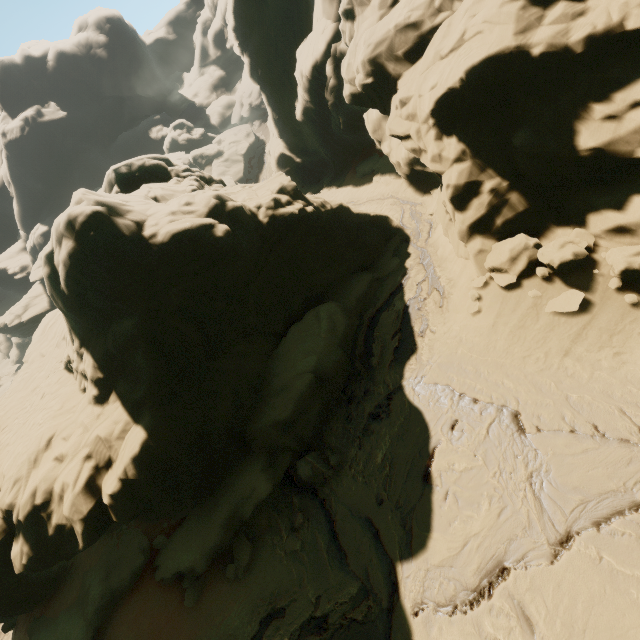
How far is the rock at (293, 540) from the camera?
10.5m

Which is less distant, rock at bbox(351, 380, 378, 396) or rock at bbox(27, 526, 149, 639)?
rock at bbox(27, 526, 149, 639)

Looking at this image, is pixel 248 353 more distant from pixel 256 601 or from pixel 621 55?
pixel 621 55

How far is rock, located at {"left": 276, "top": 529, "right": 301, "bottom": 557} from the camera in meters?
10.5

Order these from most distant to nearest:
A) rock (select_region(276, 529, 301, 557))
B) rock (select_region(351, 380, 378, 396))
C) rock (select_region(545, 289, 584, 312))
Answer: rock (select_region(351, 380, 378, 396))
rock (select_region(276, 529, 301, 557))
rock (select_region(545, 289, 584, 312))
